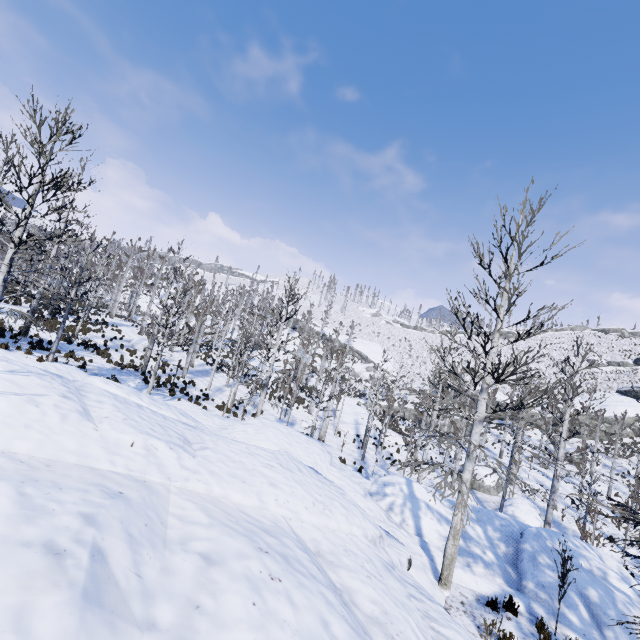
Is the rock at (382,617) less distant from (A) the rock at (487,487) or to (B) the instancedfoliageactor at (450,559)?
(B) the instancedfoliageactor at (450,559)

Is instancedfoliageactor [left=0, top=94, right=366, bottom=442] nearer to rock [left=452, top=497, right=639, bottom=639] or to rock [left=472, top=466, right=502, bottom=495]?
rock [left=452, top=497, right=639, bottom=639]

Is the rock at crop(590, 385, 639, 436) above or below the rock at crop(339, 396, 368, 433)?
above

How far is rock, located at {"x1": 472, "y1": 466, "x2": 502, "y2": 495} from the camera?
25.19m

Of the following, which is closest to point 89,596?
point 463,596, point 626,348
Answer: point 463,596

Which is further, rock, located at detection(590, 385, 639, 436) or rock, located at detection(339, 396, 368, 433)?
rock, located at detection(590, 385, 639, 436)

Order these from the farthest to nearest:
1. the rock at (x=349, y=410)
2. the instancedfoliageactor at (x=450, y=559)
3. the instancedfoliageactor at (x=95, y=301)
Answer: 1. the rock at (x=349, y=410)
2. the instancedfoliageactor at (x=95, y=301)
3. the instancedfoliageactor at (x=450, y=559)

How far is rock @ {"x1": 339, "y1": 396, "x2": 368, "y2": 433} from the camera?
31.82m
